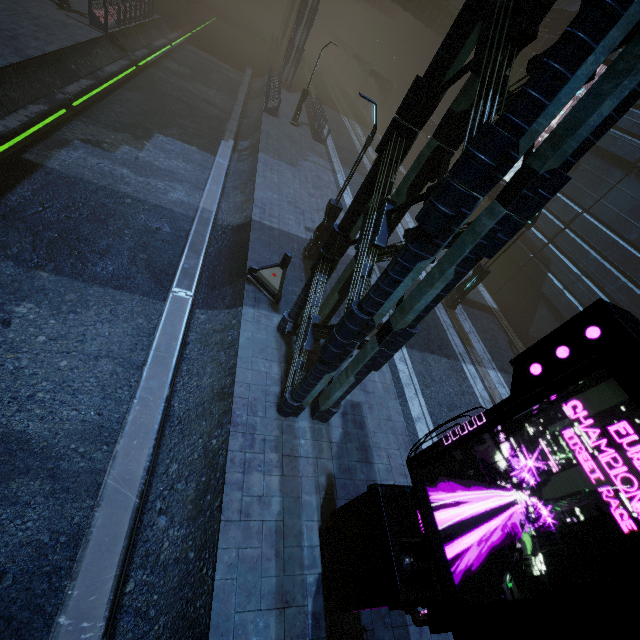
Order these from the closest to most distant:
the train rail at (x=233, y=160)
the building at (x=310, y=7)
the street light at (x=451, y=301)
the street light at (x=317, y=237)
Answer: the train rail at (x=233, y=160), the street light at (x=317, y=237), the street light at (x=451, y=301), the building at (x=310, y=7)

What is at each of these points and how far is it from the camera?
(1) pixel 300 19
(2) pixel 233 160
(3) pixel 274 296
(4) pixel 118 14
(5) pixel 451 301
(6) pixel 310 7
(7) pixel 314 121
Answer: (1) building, 28.2 meters
(2) train rail, 18.3 meters
(3) barrier, 10.2 meters
(4) building, 20.9 meters
(5) street light, 15.4 meters
(6) building, 29.6 meters
(7) building, 25.7 meters

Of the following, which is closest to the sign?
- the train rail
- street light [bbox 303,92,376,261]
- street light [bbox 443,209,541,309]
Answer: the train rail

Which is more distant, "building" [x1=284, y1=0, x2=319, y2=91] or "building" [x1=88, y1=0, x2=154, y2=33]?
"building" [x1=284, y1=0, x2=319, y2=91]

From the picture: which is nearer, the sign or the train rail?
the sign

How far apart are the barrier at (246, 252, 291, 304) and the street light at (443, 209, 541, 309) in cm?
879

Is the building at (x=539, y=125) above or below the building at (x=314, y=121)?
above

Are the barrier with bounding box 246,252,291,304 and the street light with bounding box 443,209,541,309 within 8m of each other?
no
